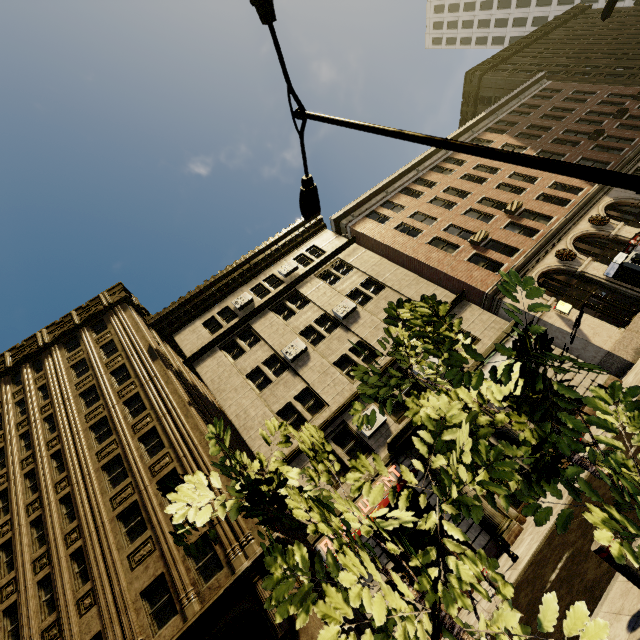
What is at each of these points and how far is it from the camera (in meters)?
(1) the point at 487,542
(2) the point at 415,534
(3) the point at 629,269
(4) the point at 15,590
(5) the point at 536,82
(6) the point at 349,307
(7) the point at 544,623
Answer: (1) building, 11.53
(2) building, 12.23
(3) atm, 16.38
(4) building, 13.98
(5) building, 33.88
(6) air conditioner, 19.41
(7) tree, 1.42

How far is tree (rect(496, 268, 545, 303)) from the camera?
1.7 meters

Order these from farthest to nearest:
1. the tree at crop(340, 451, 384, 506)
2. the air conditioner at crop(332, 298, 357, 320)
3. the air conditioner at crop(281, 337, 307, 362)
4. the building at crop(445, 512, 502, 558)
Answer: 1. the air conditioner at crop(332, 298, 357, 320)
2. the air conditioner at crop(281, 337, 307, 362)
3. the building at crop(445, 512, 502, 558)
4. the tree at crop(340, 451, 384, 506)

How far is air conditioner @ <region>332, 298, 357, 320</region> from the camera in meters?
19.2 m

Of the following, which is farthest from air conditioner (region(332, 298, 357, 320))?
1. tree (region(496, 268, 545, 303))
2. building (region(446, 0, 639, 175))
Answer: tree (region(496, 268, 545, 303))

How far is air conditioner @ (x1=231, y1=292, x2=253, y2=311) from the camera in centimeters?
2155cm

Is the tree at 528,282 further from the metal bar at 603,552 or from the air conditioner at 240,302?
the air conditioner at 240,302

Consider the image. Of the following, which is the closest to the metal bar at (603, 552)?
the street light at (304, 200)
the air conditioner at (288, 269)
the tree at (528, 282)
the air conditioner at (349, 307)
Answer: the tree at (528, 282)
